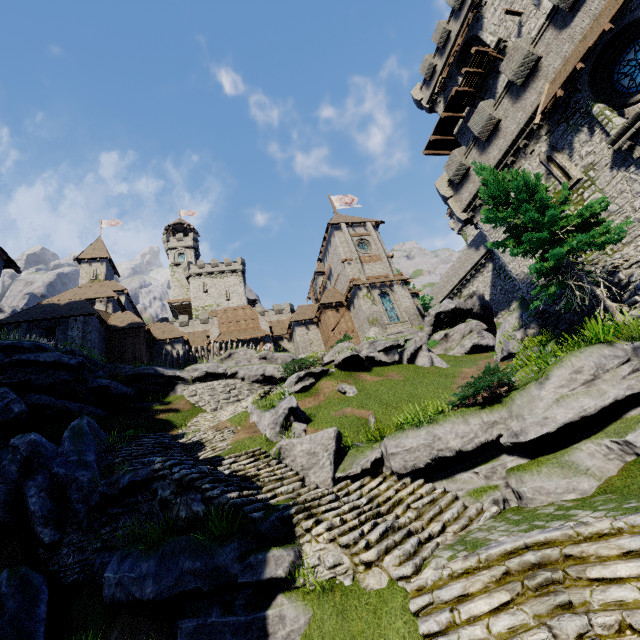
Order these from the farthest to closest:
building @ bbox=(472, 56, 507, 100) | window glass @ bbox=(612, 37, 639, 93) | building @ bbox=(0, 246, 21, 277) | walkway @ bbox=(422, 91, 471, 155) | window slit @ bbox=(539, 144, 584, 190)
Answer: walkway @ bbox=(422, 91, 471, 155) → building @ bbox=(472, 56, 507, 100) → building @ bbox=(0, 246, 21, 277) → window slit @ bbox=(539, 144, 584, 190) → window glass @ bbox=(612, 37, 639, 93)

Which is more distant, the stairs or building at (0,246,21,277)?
building at (0,246,21,277)

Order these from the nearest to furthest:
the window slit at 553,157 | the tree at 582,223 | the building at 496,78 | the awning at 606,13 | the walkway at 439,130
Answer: the tree at 582,223
the awning at 606,13
the window slit at 553,157
the building at 496,78
the walkway at 439,130

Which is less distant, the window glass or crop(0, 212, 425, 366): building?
the window glass

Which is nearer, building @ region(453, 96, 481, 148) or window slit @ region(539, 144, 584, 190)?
window slit @ region(539, 144, 584, 190)

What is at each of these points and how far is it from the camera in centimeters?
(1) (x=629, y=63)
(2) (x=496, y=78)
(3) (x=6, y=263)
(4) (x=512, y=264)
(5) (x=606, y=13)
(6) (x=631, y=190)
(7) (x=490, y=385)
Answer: (1) window glass, 1374cm
(2) building, 2473cm
(3) building, 2159cm
(4) building tower, 1945cm
(5) awning, 1295cm
(6) building tower, 1359cm
(7) bush, 915cm

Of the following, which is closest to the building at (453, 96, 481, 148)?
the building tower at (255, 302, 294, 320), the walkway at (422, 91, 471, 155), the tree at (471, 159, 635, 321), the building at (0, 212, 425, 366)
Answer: the walkway at (422, 91, 471, 155)

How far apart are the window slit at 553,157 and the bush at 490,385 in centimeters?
1164cm
